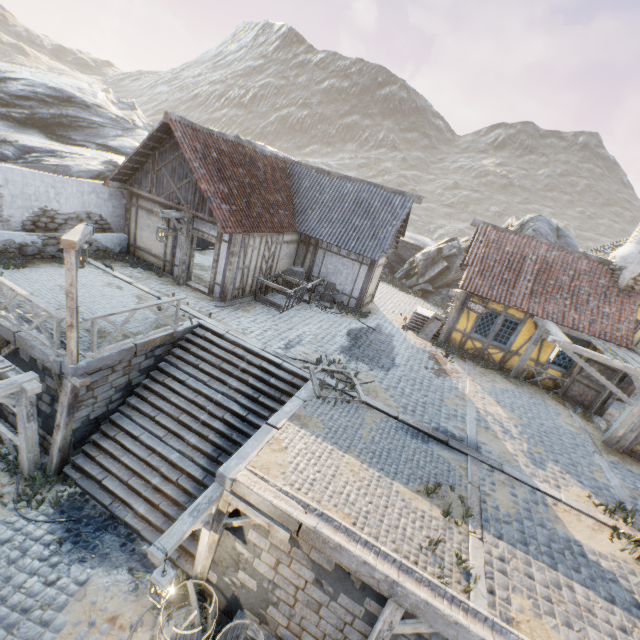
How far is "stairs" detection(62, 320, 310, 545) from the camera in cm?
802

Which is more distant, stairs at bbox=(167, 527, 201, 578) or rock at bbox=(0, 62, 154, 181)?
rock at bbox=(0, 62, 154, 181)

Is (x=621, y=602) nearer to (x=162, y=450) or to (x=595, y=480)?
(x=595, y=480)

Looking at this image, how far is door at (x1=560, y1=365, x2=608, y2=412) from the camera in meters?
12.7

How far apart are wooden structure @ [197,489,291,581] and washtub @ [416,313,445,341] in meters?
11.5 m

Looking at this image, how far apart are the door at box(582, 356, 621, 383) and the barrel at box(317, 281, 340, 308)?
10.37m

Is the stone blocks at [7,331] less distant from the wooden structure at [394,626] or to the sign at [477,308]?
the wooden structure at [394,626]

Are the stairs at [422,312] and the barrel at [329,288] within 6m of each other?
yes
